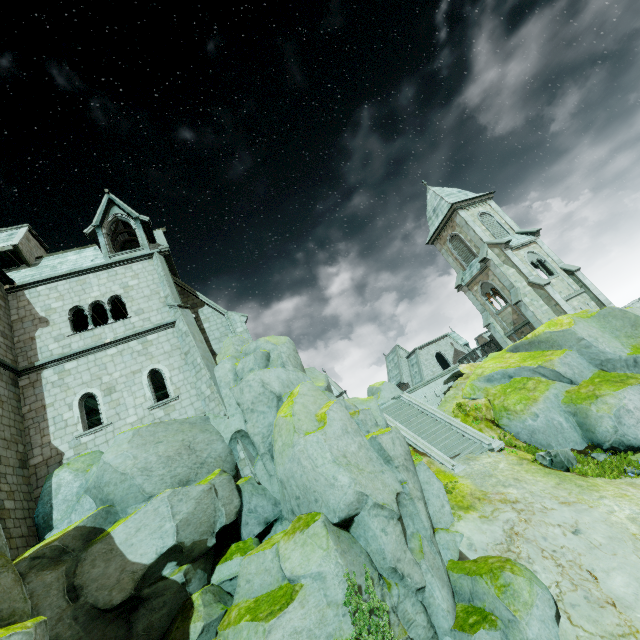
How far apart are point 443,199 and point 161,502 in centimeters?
3409cm

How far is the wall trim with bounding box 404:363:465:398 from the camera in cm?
2302

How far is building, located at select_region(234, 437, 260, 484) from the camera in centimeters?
1419cm

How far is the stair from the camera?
16.20m

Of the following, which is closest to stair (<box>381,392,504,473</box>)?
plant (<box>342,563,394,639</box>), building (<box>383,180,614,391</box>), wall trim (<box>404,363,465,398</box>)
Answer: wall trim (<box>404,363,465,398</box>)

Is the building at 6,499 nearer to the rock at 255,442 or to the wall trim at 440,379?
the rock at 255,442

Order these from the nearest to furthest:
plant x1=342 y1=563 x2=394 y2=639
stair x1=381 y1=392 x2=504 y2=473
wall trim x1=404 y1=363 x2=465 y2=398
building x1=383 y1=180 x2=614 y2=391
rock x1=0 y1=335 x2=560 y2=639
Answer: plant x1=342 y1=563 x2=394 y2=639
rock x1=0 y1=335 x2=560 y2=639
stair x1=381 y1=392 x2=504 y2=473
wall trim x1=404 y1=363 x2=465 y2=398
building x1=383 y1=180 x2=614 y2=391

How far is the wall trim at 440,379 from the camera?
23.0 meters
